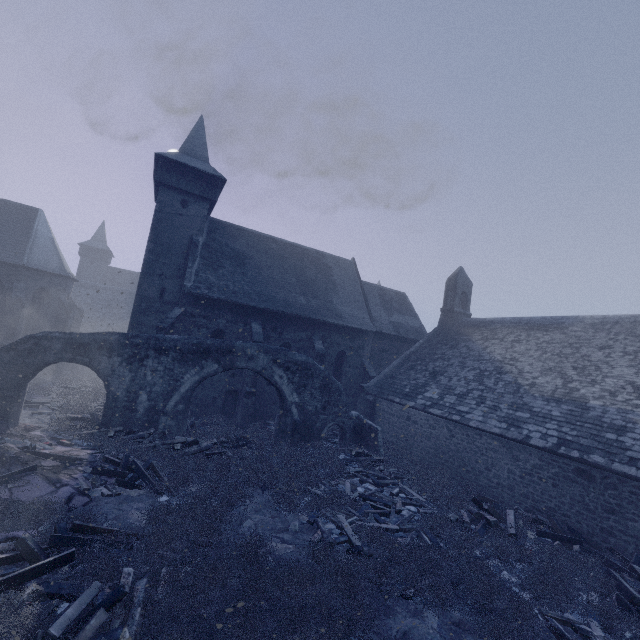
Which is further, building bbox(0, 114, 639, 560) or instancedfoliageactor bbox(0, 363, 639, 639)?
building bbox(0, 114, 639, 560)

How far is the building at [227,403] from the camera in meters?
18.3

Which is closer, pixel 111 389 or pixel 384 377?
pixel 111 389

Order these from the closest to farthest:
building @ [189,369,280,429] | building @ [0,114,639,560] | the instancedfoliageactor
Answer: the instancedfoliageactor < building @ [0,114,639,560] < building @ [189,369,280,429]

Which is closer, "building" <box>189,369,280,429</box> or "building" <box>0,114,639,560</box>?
"building" <box>0,114,639,560</box>

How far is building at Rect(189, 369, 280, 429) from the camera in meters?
18.3 m

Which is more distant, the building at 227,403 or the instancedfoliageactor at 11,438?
the building at 227,403
